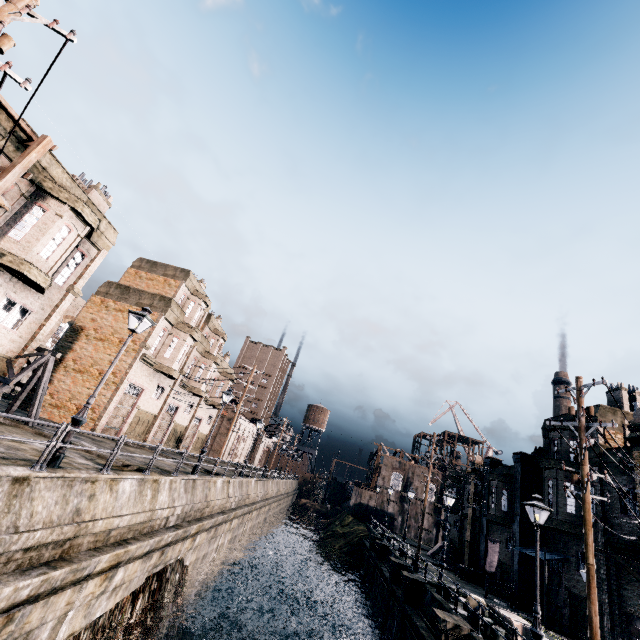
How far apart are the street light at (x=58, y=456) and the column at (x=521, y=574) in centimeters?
3190cm

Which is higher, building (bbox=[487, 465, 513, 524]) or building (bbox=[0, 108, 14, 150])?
building (bbox=[0, 108, 14, 150])

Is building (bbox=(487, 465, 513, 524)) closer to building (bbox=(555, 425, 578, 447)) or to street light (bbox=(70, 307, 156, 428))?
building (bbox=(555, 425, 578, 447))

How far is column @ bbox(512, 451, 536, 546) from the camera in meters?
26.4

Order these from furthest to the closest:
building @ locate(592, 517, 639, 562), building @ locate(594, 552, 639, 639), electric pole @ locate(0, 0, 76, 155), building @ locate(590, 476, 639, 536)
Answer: building @ locate(590, 476, 639, 536) → building @ locate(592, 517, 639, 562) → building @ locate(594, 552, 639, 639) → electric pole @ locate(0, 0, 76, 155)

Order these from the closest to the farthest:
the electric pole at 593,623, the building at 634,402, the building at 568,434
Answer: the electric pole at 593,623
the building at 634,402
the building at 568,434

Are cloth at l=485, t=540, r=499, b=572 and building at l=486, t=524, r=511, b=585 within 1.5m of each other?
yes

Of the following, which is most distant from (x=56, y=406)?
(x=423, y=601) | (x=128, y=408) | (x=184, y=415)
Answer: (x=423, y=601)
